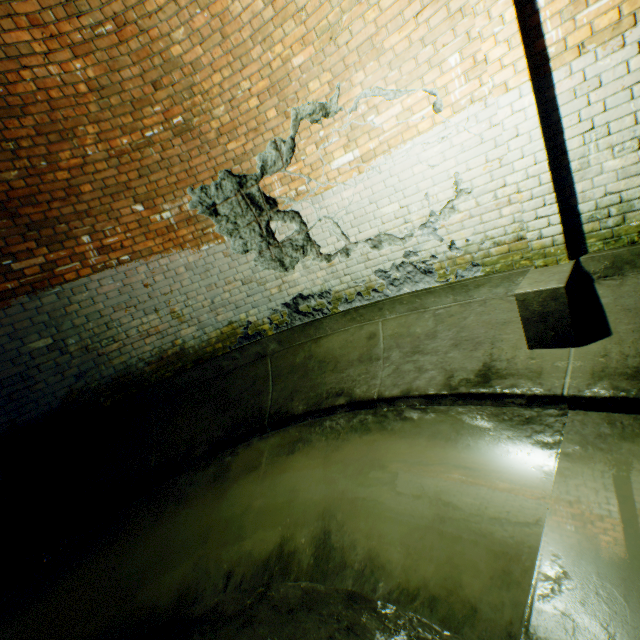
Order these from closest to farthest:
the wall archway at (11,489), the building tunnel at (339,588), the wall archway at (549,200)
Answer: the building tunnel at (339,588)
the wall archway at (549,200)
the wall archway at (11,489)

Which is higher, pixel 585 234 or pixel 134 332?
pixel 134 332

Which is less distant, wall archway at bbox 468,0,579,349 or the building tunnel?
the building tunnel

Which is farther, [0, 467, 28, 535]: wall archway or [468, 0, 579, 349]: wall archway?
[0, 467, 28, 535]: wall archway

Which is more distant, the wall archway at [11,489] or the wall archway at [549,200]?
the wall archway at [11,489]

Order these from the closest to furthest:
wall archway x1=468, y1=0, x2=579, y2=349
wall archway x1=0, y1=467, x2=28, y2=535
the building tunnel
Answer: the building tunnel < wall archway x1=468, y1=0, x2=579, y2=349 < wall archway x1=0, y1=467, x2=28, y2=535
